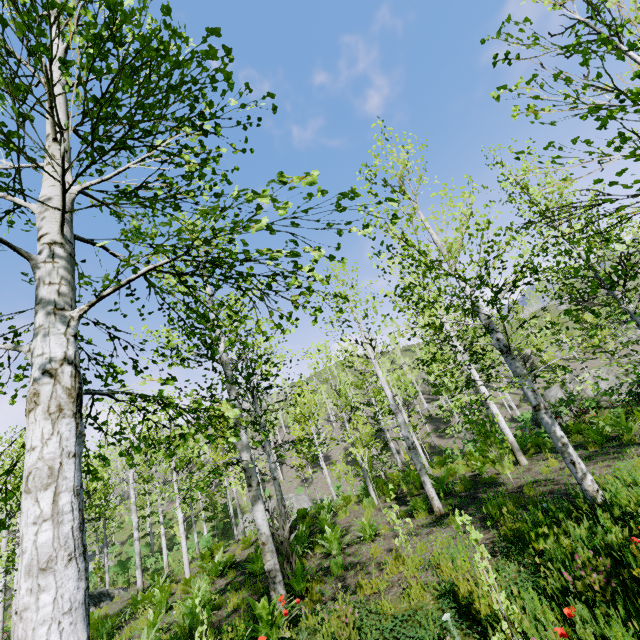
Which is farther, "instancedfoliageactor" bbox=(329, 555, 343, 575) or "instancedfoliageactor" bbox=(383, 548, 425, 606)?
"instancedfoliageactor" bbox=(329, 555, 343, 575)

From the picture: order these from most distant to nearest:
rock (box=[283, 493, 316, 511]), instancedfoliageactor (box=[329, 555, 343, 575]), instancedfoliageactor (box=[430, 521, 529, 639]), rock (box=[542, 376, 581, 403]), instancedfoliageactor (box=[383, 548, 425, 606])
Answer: rock (box=[283, 493, 316, 511])
rock (box=[542, 376, 581, 403])
instancedfoliageactor (box=[329, 555, 343, 575])
instancedfoliageactor (box=[383, 548, 425, 606])
instancedfoliageactor (box=[430, 521, 529, 639])

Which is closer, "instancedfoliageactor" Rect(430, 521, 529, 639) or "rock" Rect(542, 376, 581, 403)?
"instancedfoliageactor" Rect(430, 521, 529, 639)

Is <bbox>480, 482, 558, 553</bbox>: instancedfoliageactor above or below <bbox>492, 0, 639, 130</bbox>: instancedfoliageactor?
below

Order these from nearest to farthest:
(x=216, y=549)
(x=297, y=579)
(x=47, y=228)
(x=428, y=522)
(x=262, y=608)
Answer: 1. (x=47, y=228)
2. (x=262, y=608)
3. (x=297, y=579)
4. (x=428, y=522)
5. (x=216, y=549)

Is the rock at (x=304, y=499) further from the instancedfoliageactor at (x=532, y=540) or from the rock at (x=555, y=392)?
the rock at (x=555, y=392)

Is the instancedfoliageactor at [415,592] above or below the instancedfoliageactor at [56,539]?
below
